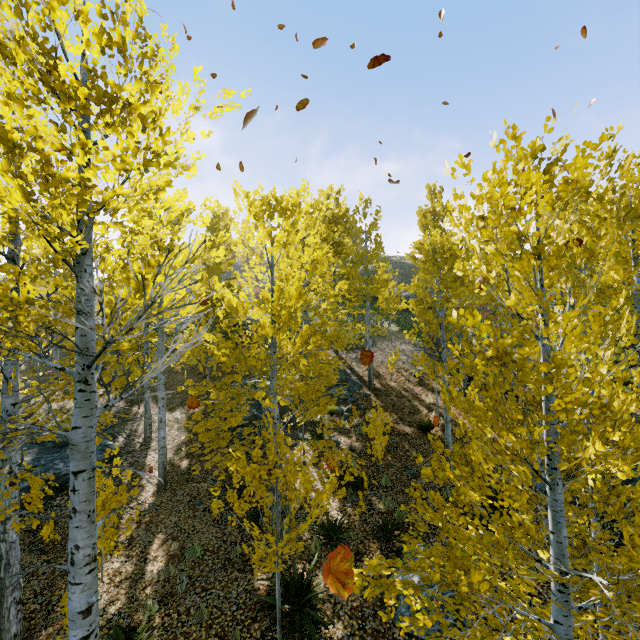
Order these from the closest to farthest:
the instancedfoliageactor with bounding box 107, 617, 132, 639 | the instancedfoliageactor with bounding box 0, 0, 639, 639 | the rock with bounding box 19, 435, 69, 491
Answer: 1. the instancedfoliageactor with bounding box 0, 0, 639, 639
2. the instancedfoliageactor with bounding box 107, 617, 132, 639
3. the rock with bounding box 19, 435, 69, 491

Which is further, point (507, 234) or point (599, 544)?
point (599, 544)

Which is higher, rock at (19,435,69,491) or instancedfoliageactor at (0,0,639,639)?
instancedfoliageactor at (0,0,639,639)

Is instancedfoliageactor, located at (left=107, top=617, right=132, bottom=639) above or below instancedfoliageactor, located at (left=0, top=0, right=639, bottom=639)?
below

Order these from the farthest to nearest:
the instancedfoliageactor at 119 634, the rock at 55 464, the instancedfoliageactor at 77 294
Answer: the rock at 55 464, the instancedfoliageactor at 119 634, the instancedfoliageactor at 77 294

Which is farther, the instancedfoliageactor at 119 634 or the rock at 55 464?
the rock at 55 464

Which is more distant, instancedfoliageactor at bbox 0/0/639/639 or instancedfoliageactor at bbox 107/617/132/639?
instancedfoliageactor at bbox 107/617/132/639

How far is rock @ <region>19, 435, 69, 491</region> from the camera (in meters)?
10.74
